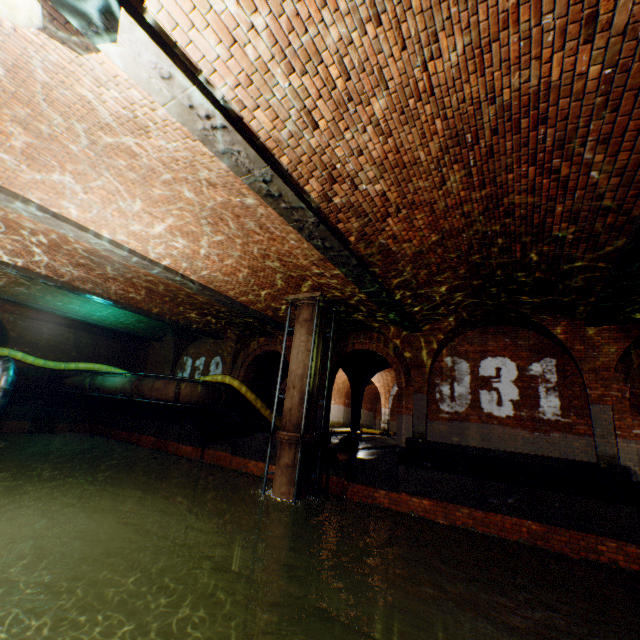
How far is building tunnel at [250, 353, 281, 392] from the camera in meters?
18.3 m

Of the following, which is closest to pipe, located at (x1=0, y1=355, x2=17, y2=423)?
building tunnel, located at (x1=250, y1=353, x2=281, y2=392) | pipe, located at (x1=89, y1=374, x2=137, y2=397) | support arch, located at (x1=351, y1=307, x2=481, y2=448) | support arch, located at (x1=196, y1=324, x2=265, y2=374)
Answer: pipe, located at (x1=89, y1=374, x2=137, y2=397)

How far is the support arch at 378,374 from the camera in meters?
17.9

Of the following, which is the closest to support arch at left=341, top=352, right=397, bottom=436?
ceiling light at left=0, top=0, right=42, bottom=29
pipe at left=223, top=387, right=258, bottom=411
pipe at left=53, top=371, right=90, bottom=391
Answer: pipe at left=223, top=387, right=258, bottom=411

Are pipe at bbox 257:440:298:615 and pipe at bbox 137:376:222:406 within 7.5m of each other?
yes

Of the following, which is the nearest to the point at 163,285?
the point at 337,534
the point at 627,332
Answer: the point at 337,534

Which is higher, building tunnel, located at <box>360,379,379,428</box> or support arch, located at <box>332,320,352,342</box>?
support arch, located at <box>332,320,352,342</box>

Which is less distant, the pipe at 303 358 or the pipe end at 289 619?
the pipe end at 289 619
